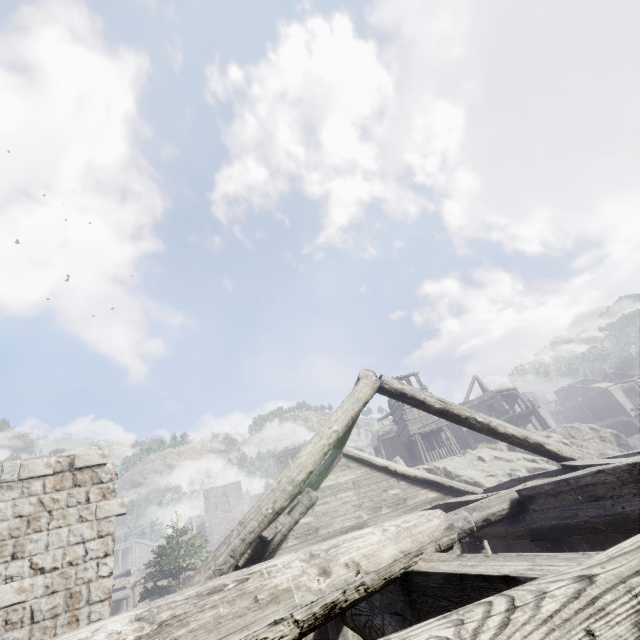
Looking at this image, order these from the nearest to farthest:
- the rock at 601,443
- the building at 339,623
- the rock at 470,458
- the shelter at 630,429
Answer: the building at 339,623 < the rock at 470,458 < the rock at 601,443 < the shelter at 630,429

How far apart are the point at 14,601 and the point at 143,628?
5.77m

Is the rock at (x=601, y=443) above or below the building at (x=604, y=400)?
below

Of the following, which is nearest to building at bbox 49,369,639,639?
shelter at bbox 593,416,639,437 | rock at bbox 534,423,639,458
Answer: rock at bbox 534,423,639,458

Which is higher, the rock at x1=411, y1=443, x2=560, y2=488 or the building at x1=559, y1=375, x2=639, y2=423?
the building at x1=559, y1=375, x2=639, y2=423

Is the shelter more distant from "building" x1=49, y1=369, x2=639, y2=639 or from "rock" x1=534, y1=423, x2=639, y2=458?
"building" x1=49, y1=369, x2=639, y2=639

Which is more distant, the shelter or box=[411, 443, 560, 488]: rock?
the shelter
